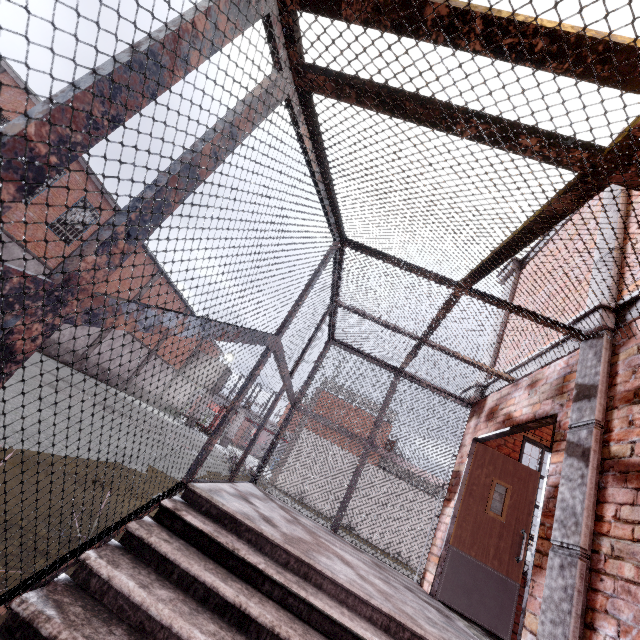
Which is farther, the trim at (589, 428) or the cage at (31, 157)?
the trim at (589, 428)

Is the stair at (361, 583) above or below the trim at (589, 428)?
below

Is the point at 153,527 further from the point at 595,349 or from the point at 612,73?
the point at 595,349

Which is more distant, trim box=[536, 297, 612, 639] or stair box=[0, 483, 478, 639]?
trim box=[536, 297, 612, 639]

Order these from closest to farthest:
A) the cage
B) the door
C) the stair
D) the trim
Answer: the cage → the stair → the trim → the door

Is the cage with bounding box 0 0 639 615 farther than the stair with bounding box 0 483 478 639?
No

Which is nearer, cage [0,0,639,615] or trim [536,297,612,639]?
cage [0,0,639,615]

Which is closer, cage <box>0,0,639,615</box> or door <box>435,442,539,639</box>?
cage <box>0,0,639,615</box>
